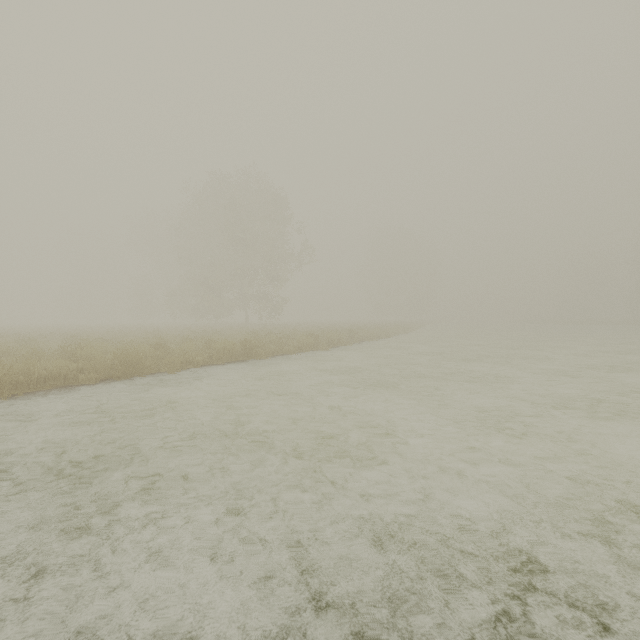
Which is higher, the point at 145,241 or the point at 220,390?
the point at 145,241
